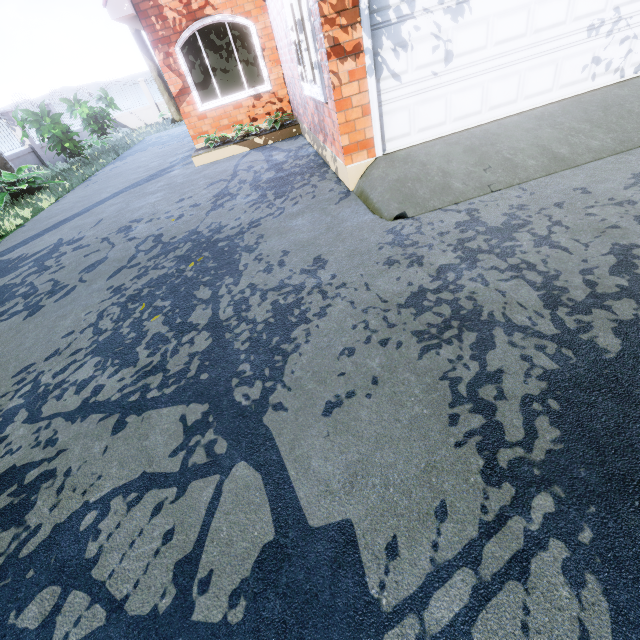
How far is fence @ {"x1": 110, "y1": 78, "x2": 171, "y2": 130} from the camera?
20.4 meters

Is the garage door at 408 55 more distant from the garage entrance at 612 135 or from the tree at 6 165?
the tree at 6 165

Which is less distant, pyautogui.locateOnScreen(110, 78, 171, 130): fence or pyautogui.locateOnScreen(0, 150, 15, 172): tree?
pyautogui.locateOnScreen(0, 150, 15, 172): tree

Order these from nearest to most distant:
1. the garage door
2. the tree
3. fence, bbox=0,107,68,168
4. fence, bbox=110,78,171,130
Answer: the garage door < the tree < fence, bbox=0,107,68,168 < fence, bbox=110,78,171,130

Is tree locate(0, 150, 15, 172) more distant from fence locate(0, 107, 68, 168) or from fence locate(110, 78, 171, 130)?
fence locate(110, 78, 171, 130)

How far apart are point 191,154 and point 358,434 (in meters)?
10.97

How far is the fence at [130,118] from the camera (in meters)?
20.44

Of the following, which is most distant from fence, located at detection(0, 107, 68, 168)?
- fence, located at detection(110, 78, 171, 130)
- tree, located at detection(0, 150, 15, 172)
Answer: tree, located at detection(0, 150, 15, 172)
